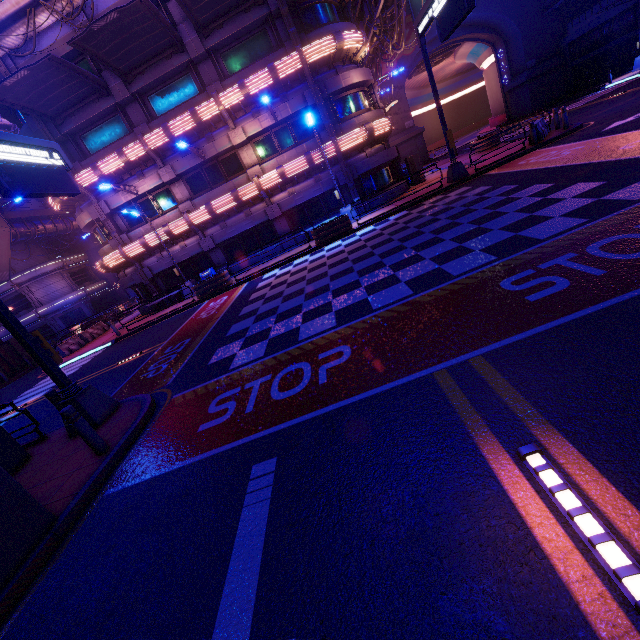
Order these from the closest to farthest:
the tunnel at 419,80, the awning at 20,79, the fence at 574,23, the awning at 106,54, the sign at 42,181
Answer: the sign at 42,181, the awning at 106,54, the awning at 20,79, the fence at 574,23, the tunnel at 419,80

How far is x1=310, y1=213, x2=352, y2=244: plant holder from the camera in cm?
1725

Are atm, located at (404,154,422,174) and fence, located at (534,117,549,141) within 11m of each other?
yes

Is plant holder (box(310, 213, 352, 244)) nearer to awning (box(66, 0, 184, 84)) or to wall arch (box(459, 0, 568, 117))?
awning (box(66, 0, 184, 84))

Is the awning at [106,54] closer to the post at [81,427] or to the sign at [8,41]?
the sign at [8,41]

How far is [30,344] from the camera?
7.0m

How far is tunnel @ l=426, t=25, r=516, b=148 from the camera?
37.1m

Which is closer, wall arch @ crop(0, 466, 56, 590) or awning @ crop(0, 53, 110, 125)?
wall arch @ crop(0, 466, 56, 590)
